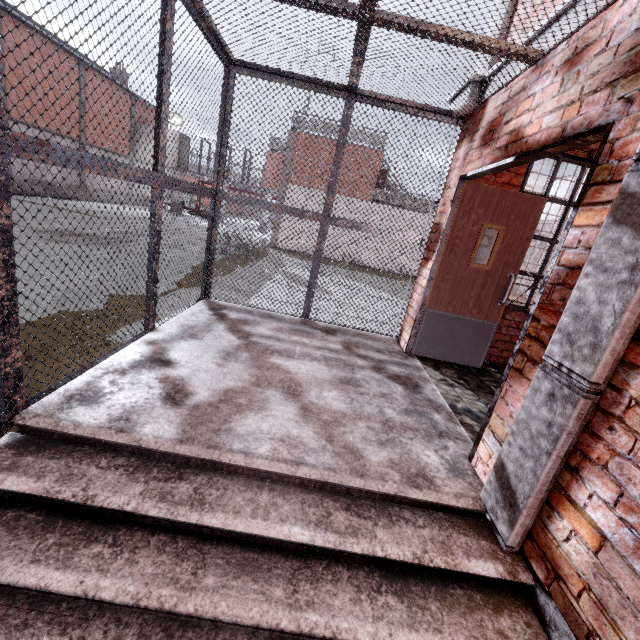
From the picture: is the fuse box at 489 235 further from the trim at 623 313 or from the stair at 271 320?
the stair at 271 320

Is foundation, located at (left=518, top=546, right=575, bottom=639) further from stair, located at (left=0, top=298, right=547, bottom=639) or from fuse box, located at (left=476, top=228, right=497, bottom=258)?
fuse box, located at (left=476, top=228, right=497, bottom=258)

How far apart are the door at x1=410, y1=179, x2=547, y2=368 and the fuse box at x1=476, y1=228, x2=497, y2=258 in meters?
0.2

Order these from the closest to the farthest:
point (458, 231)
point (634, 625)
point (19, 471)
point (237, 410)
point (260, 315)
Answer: point (634, 625) < point (19, 471) < point (237, 410) < point (458, 231) < point (260, 315)

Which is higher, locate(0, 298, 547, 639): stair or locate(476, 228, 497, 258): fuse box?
locate(476, 228, 497, 258): fuse box

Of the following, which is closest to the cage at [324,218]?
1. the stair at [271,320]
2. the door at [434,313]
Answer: the stair at [271,320]

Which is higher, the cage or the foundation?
the cage

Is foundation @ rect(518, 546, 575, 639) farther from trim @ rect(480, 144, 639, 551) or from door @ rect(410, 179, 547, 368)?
door @ rect(410, 179, 547, 368)
